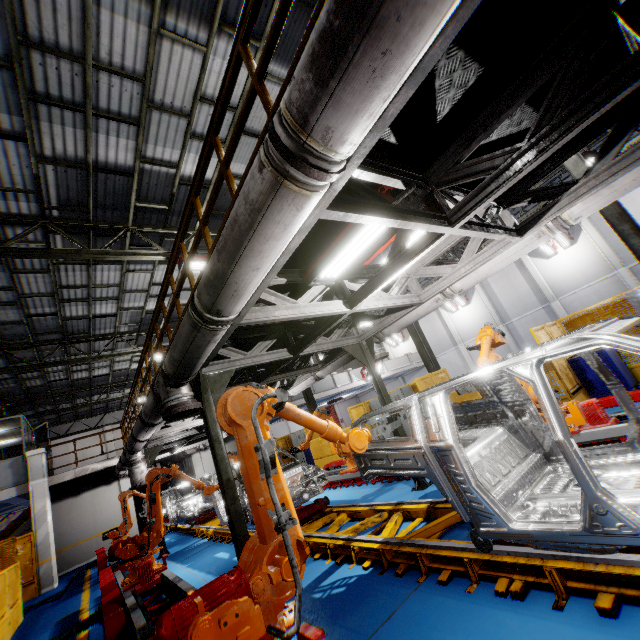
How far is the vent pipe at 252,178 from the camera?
2.0 meters

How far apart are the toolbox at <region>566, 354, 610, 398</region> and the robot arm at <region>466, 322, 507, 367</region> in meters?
2.8

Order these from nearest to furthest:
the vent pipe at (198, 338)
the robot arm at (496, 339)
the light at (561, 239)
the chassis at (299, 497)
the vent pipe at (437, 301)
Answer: the vent pipe at (198, 338), the robot arm at (496, 339), the vent pipe at (437, 301), the chassis at (299, 497), the light at (561, 239)

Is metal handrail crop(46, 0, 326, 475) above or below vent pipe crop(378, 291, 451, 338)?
above

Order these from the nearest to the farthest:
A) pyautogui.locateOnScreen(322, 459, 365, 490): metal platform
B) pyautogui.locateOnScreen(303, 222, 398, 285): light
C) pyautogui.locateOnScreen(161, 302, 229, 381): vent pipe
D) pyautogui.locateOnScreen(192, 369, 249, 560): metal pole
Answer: pyautogui.locateOnScreen(161, 302, 229, 381): vent pipe
pyautogui.locateOnScreen(303, 222, 398, 285): light
pyautogui.locateOnScreen(192, 369, 249, 560): metal pole
pyautogui.locateOnScreen(322, 459, 365, 490): metal platform

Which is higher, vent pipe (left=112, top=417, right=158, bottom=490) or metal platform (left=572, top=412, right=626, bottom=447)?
vent pipe (left=112, top=417, right=158, bottom=490)

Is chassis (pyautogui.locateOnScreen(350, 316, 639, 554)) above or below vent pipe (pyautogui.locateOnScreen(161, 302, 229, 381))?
below

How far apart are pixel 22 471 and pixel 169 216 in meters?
13.3 m
